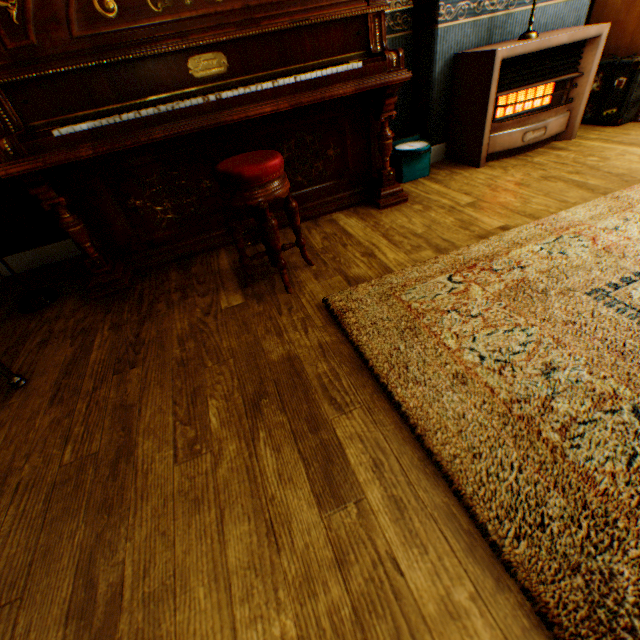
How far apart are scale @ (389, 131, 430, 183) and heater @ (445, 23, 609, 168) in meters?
0.3

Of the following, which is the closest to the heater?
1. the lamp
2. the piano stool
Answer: the piano stool

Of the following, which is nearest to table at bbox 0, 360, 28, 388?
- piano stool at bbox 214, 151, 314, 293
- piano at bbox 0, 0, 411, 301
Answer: piano at bbox 0, 0, 411, 301

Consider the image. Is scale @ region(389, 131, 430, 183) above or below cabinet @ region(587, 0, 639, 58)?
below

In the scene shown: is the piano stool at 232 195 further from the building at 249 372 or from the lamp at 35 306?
the lamp at 35 306

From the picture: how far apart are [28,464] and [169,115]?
1.9 meters

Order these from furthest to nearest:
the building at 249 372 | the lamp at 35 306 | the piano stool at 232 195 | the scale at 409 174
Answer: the scale at 409 174, the lamp at 35 306, the piano stool at 232 195, the building at 249 372

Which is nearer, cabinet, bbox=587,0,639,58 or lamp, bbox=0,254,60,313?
lamp, bbox=0,254,60,313
